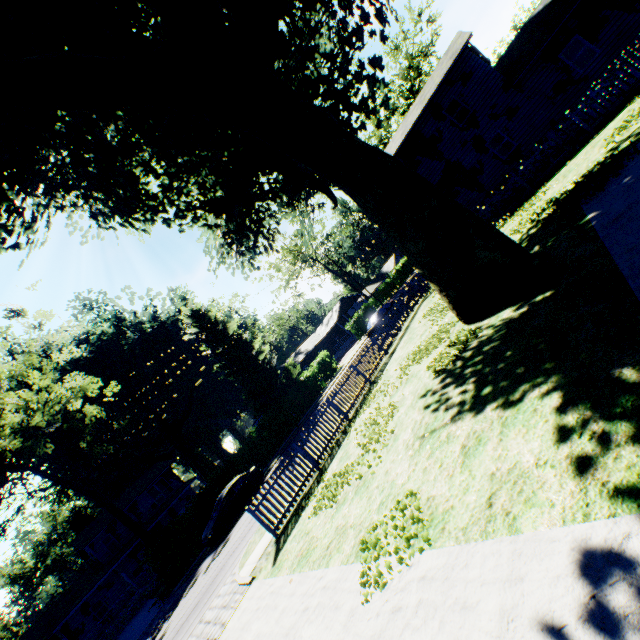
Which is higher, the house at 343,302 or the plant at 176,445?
the plant at 176,445

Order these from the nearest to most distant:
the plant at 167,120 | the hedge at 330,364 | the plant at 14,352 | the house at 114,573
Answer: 1. the plant at 167,120
2. the house at 114,573
3. the hedge at 330,364
4. the plant at 14,352

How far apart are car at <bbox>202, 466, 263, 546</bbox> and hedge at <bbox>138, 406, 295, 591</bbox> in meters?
2.7 m

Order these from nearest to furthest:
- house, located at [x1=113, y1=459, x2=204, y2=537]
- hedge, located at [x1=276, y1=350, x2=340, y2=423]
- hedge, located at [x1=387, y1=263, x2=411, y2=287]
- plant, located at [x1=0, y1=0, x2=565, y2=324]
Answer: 1. plant, located at [x1=0, y1=0, x2=565, y2=324]
2. hedge, located at [x1=276, y1=350, x2=340, y2=423]
3. house, located at [x1=113, y1=459, x2=204, y2=537]
4. hedge, located at [x1=387, y1=263, x2=411, y2=287]

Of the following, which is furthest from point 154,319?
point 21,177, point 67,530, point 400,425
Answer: point 400,425

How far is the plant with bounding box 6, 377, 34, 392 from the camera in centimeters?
3697cm

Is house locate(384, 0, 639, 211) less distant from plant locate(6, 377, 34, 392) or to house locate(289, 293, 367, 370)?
plant locate(6, 377, 34, 392)

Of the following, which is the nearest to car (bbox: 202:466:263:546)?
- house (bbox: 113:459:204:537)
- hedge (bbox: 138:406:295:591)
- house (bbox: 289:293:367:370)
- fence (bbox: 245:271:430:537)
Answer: hedge (bbox: 138:406:295:591)
